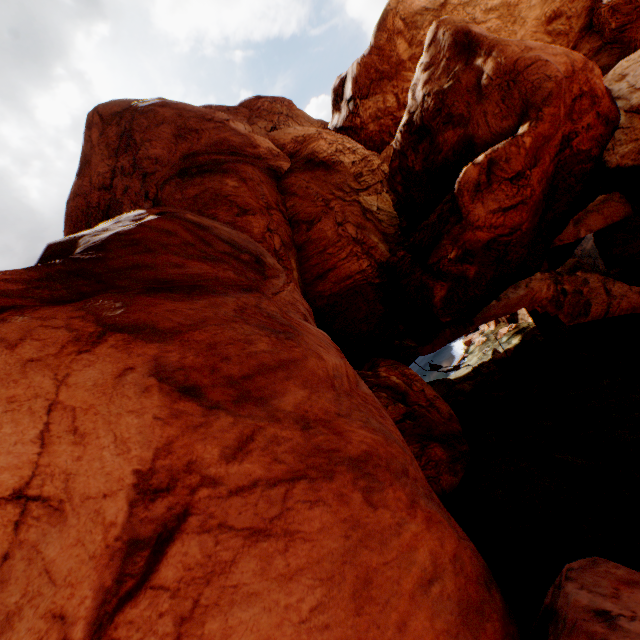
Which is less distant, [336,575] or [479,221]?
[336,575]
